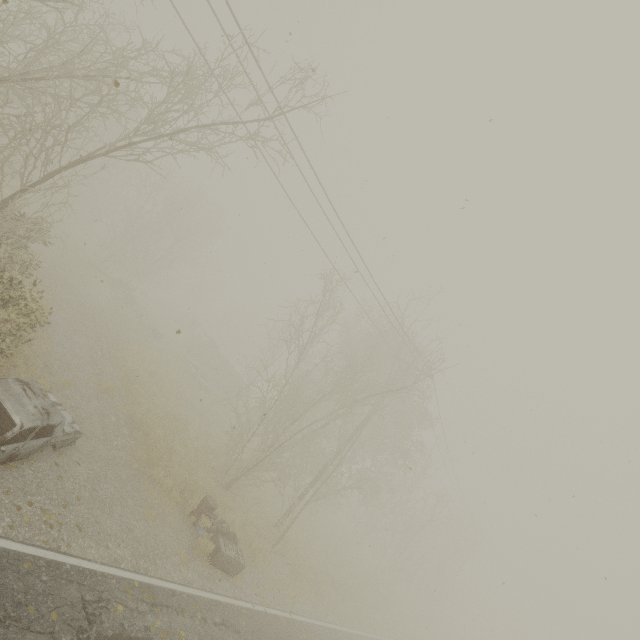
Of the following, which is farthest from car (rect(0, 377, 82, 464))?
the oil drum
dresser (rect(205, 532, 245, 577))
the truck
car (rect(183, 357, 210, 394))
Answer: the truck

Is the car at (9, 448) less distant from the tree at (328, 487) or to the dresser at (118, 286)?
the tree at (328, 487)

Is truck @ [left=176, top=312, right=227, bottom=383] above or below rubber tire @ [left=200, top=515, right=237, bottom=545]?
above

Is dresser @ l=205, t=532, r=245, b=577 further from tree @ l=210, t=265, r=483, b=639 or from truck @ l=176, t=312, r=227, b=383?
truck @ l=176, t=312, r=227, b=383

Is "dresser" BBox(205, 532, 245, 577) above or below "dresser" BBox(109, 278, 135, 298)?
below

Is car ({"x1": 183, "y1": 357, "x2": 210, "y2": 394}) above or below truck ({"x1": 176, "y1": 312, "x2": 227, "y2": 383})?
below

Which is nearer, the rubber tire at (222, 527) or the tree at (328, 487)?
the rubber tire at (222, 527)

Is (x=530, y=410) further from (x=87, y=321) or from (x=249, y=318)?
(x=249, y=318)
